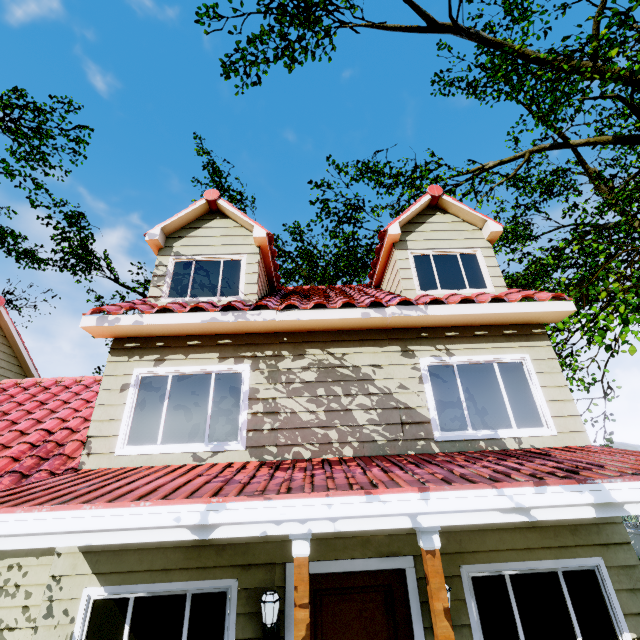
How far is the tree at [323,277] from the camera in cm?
1772

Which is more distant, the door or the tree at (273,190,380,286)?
the tree at (273,190,380,286)

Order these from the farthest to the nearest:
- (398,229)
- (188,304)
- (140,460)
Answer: (398,229), (188,304), (140,460)

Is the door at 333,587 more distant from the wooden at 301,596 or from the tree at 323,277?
the tree at 323,277

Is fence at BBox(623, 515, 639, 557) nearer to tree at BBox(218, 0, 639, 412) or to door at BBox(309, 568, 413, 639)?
tree at BBox(218, 0, 639, 412)

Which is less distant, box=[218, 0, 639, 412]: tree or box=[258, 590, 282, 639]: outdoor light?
box=[258, 590, 282, 639]: outdoor light

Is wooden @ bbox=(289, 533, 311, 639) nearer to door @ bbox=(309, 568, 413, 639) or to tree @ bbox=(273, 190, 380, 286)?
door @ bbox=(309, 568, 413, 639)

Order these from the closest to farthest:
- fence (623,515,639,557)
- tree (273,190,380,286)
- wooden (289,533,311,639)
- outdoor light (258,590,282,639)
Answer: wooden (289,533,311,639), outdoor light (258,590,282,639), fence (623,515,639,557), tree (273,190,380,286)
